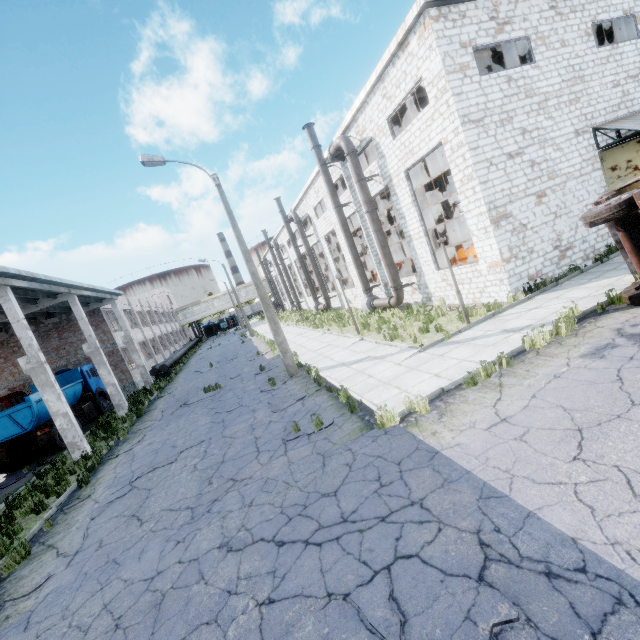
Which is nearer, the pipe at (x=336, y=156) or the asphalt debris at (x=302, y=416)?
the asphalt debris at (x=302, y=416)

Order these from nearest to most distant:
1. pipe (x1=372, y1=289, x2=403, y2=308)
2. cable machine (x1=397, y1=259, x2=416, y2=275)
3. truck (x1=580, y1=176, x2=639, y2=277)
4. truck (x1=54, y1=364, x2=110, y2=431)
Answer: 1. truck (x1=580, y1=176, x2=639, y2=277)
2. pipe (x1=372, y1=289, x2=403, y2=308)
3. truck (x1=54, y1=364, x2=110, y2=431)
4. cable machine (x1=397, y1=259, x2=416, y2=275)

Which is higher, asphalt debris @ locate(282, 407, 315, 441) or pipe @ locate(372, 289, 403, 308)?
pipe @ locate(372, 289, 403, 308)

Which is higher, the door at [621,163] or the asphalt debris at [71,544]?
the door at [621,163]

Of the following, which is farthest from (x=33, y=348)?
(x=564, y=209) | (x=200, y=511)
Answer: (x=564, y=209)

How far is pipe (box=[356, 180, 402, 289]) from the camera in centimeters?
1742cm

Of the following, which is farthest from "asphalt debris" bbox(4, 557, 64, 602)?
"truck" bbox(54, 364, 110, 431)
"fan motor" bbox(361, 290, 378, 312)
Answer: "fan motor" bbox(361, 290, 378, 312)

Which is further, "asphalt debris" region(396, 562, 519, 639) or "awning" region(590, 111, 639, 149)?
"awning" region(590, 111, 639, 149)
